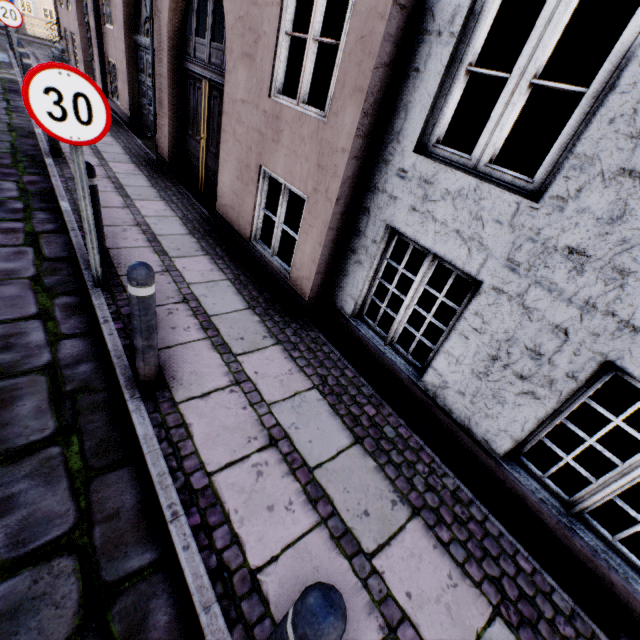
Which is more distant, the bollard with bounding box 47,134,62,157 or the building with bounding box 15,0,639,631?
the bollard with bounding box 47,134,62,157

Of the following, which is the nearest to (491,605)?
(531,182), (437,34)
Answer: (531,182)

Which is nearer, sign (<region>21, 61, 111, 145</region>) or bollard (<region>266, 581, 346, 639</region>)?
bollard (<region>266, 581, 346, 639</region>)

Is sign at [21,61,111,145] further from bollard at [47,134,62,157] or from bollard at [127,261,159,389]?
bollard at [47,134,62,157]

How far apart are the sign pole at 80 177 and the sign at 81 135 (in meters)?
0.03

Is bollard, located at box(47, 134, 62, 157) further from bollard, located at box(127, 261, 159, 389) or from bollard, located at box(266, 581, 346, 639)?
bollard, located at box(266, 581, 346, 639)

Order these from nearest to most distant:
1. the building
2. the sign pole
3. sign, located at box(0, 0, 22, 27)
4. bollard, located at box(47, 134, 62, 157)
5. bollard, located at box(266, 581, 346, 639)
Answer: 1. bollard, located at box(266, 581, 346, 639)
2. the building
3. the sign pole
4. bollard, located at box(47, 134, 62, 157)
5. sign, located at box(0, 0, 22, 27)

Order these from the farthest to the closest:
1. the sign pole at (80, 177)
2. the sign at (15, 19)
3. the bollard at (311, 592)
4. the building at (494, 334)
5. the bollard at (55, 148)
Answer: the sign at (15, 19) → the bollard at (55, 148) → the sign pole at (80, 177) → the building at (494, 334) → the bollard at (311, 592)
